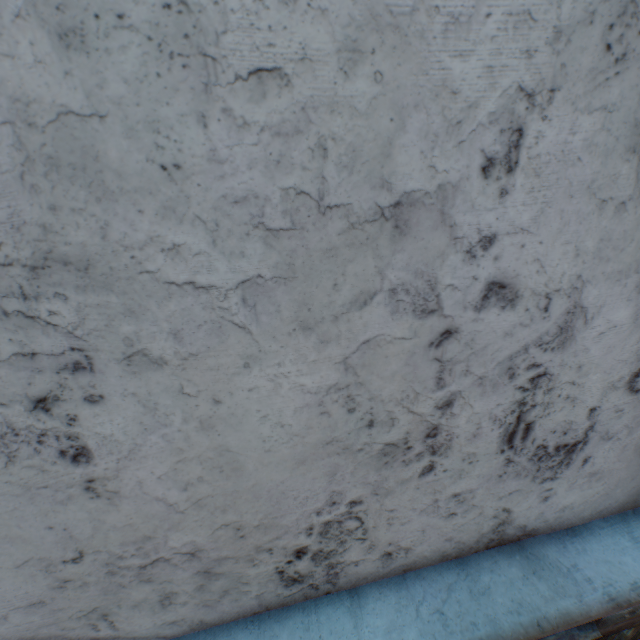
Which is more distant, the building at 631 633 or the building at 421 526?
the building at 631 633

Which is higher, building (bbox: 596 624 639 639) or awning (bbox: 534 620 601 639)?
awning (bbox: 534 620 601 639)

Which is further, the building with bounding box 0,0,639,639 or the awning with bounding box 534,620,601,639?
the awning with bounding box 534,620,601,639

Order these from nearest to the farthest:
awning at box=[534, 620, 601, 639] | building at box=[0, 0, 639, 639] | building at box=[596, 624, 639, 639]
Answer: building at box=[0, 0, 639, 639]
awning at box=[534, 620, 601, 639]
building at box=[596, 624, 639, 639]

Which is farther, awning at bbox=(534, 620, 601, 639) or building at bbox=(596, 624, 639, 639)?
building at bbox=(596, 624, 639, 639)

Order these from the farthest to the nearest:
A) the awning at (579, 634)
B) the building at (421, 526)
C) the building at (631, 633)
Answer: the building at (631, 633) → the awning at (579, 634) → the building at (421, 526)

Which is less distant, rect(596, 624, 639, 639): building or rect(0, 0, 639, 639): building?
rect(0, 0, 639, 639): building

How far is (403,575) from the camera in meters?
1.2
